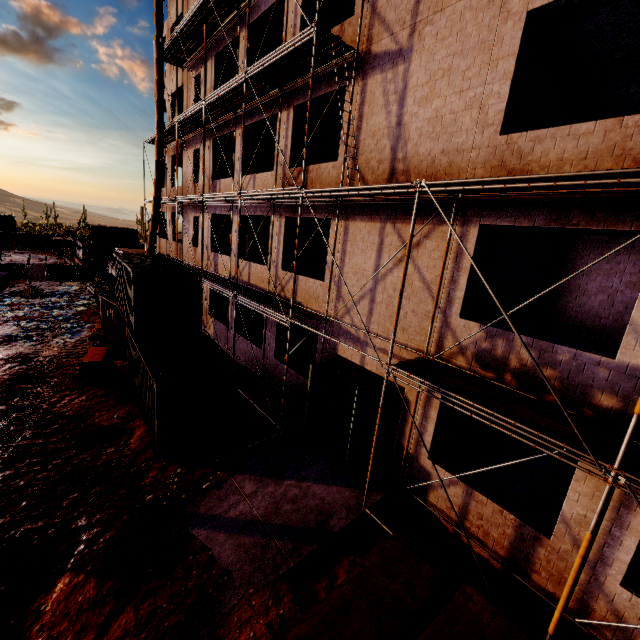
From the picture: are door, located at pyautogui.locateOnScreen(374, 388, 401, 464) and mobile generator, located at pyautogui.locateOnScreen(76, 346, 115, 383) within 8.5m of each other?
no

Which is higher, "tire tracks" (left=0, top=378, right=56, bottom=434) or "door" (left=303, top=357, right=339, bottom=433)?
"door" (left=303, top=357, right=339, bottom=433)

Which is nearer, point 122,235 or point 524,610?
point 524,610

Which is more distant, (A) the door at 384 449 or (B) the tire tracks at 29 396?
(B) the tire tracks at 29 396

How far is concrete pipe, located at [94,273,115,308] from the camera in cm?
2169

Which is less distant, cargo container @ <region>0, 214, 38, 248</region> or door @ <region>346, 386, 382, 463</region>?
door @ <region>346, 386, 382, 463</region>

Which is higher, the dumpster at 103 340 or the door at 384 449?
the door at 384 449

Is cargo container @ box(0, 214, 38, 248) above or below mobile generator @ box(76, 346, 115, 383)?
above
